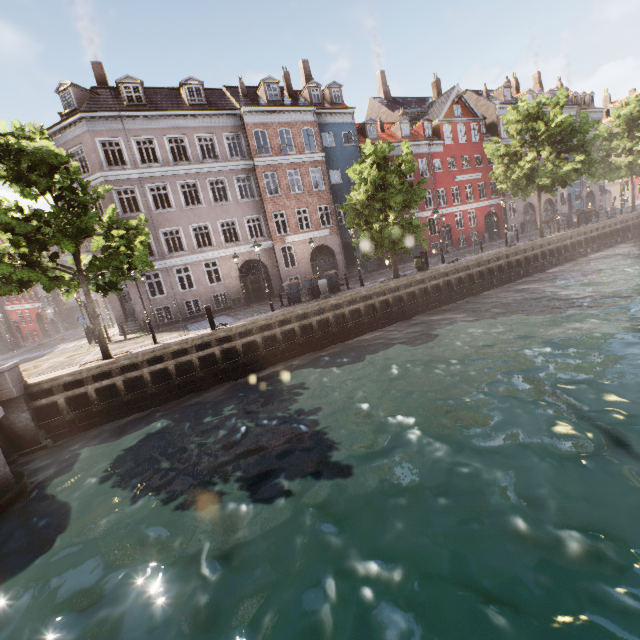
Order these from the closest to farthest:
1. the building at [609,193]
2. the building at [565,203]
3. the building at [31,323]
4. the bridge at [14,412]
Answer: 1. the bridge at [14,412]
2. the building at [31,323]
3. the building at [565,203]
4. the building at [609,193]

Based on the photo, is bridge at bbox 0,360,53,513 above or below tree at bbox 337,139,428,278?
below

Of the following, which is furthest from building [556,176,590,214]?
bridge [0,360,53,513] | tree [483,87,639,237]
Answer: bridge [0,360,53,513]

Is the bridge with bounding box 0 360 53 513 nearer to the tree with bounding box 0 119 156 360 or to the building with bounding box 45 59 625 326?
the tree with bounding box 0 119 156 360

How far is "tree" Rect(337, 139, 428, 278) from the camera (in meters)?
17.62

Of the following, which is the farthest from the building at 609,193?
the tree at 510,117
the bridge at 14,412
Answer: the bridge at 14,412

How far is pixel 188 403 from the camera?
13.5m

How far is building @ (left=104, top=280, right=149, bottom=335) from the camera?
22.12m
